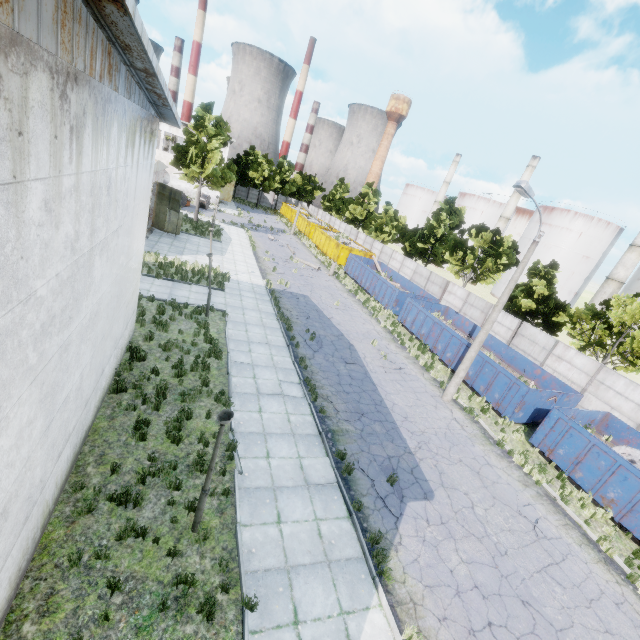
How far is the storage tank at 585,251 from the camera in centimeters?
5028cm

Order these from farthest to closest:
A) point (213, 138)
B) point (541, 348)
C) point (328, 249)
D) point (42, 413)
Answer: point (328, 249)
point (213, 138)
point (541, 348)
point (42, 413)

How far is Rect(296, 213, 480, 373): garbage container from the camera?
20.94m

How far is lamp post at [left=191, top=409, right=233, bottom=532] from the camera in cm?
609

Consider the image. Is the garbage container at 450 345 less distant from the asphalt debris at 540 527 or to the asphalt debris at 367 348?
the asphalt debris at 367 348

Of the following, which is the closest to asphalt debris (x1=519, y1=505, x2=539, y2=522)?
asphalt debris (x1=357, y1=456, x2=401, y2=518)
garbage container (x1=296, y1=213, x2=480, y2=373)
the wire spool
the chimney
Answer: asphalt debris (x1=357, y1=456, x2=401, y2=518)

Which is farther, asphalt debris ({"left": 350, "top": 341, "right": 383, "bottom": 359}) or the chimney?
the chimney

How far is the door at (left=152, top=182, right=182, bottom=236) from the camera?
26.5 meters
